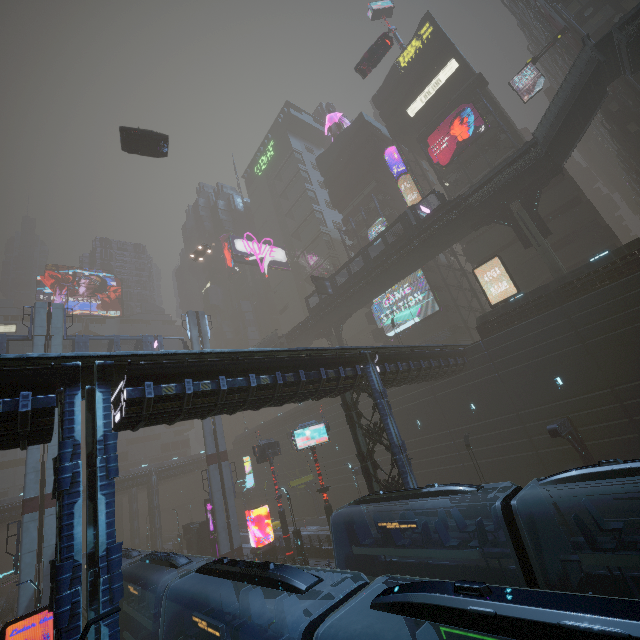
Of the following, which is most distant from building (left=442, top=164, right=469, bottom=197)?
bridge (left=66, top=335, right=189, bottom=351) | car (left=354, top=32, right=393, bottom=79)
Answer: bridge (left=66, top=335, right=189, bottom=351)

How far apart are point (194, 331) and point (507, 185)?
35.5 meters

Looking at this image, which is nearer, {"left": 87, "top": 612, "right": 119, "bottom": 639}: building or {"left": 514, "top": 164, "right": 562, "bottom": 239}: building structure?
{"left": 87, "top": 612, "right": 119, "bottom": 639}: building

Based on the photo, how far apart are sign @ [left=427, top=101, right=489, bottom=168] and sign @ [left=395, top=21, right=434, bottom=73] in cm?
1354

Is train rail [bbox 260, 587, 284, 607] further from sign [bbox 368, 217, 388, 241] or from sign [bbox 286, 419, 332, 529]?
sign [bbox 368, 217, 388, 241]

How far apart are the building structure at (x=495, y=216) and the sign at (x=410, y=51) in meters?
30.5 m

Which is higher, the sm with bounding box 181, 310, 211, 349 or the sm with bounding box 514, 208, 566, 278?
the sm with bounding box 181, 310, 211, 349

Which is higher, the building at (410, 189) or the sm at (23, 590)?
the building at (410, 189)
